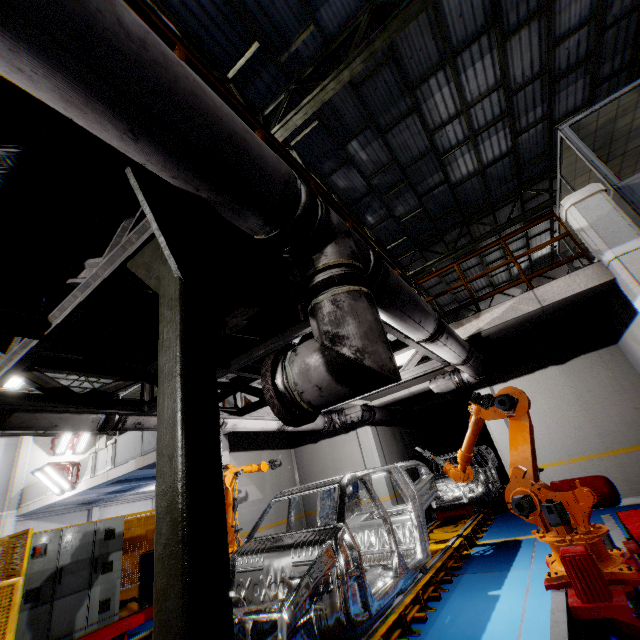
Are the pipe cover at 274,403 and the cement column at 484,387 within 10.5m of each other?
yes

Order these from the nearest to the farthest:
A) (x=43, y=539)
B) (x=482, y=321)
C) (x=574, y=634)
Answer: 1. (x=574, y=634)
2. (x=482, y=321)
3. (x=43, y=539)

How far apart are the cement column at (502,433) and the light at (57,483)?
Answer: 16.8 meters

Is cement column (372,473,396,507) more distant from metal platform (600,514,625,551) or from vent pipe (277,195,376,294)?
metal platform (600,514,625,551)

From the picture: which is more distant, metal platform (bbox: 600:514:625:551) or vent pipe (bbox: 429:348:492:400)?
vent pipe (bbox: 429:348:492:400)

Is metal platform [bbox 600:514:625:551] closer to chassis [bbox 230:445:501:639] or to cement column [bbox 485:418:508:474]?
chassis [bbox 230:445:501:639]

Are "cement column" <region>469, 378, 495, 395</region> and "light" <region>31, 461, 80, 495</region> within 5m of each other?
no

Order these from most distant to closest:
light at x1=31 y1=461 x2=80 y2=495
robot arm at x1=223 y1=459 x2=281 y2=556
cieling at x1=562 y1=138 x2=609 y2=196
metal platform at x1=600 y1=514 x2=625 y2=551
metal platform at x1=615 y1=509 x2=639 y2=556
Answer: light at x1=31 y1=461 x2=80 y2=495
cieling at x1=562 y1=138 x2=609 y2=196
robot arm at x1=223 y1=459 x2=281 y2=556
metal platform at x1=600 y1=514 x2=625 y2=551
metal platform at x1=615 y1=509 x2=639 y2=556
